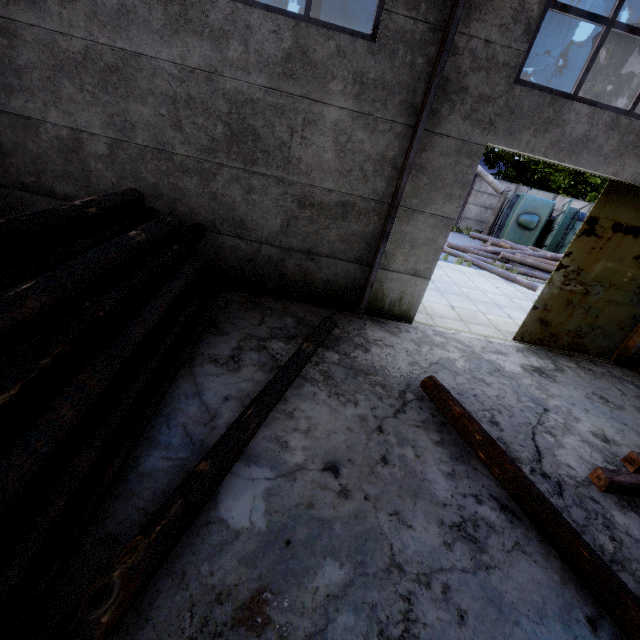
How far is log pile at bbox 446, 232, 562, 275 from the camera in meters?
15.5

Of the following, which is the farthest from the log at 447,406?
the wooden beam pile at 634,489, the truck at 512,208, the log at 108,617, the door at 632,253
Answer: the truck at 512,208

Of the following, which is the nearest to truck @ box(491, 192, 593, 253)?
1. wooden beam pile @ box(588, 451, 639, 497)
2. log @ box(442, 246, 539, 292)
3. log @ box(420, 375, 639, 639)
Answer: log @ box(442, 246, 539, 292)

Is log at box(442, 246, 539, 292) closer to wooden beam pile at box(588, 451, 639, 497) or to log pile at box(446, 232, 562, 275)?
log pile at box(446, 232, 562, 275)

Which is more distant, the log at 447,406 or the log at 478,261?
the log at 478,261

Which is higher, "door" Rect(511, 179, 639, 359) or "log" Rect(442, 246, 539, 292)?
"door" Rect(511, 179, 639, 359)

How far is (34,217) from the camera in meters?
3.2 m

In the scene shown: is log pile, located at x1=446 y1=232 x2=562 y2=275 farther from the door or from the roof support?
the roof support
